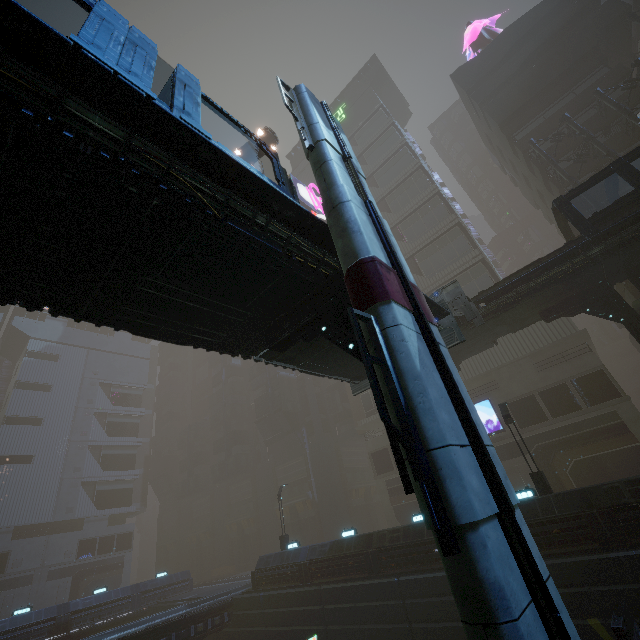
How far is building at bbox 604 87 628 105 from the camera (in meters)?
26.48

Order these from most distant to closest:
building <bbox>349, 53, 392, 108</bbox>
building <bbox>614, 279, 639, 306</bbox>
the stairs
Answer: building <bbox>349, 53, 392, 108</bbox>, building <bbox>614, 279, 639, 306</bbox>, the stairs

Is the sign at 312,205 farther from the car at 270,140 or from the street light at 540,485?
the street light at 540,485

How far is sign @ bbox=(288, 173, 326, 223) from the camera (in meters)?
39.00

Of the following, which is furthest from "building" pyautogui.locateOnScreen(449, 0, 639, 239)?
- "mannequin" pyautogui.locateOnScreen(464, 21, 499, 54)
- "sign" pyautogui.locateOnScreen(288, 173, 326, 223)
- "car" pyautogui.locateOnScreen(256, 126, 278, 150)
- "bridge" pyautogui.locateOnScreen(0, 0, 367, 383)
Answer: "bridge" pyautogui.locateOnScreen(0, 0, 367, 383)

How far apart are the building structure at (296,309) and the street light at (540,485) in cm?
1526

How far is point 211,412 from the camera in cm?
5722

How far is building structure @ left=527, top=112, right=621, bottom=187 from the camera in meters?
Result: 24.5 m
